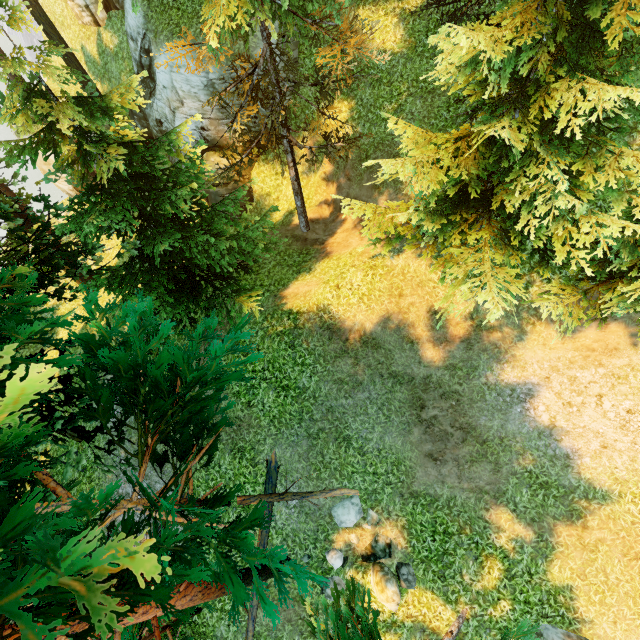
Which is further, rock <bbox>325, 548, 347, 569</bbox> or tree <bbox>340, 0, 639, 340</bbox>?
rock <bbox>325, 548, 347, 569</bbox>

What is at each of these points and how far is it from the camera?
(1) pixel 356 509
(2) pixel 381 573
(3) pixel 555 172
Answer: (1) rock, 9.90m
(2) rock, 9.39m
(3) tree, 6.64m

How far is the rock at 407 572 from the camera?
9.2 meters

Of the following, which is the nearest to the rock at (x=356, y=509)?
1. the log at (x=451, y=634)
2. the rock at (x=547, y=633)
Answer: the log at (x=451, y=634)

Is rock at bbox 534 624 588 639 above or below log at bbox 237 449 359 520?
below

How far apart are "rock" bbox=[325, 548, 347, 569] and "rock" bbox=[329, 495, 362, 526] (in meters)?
0.76

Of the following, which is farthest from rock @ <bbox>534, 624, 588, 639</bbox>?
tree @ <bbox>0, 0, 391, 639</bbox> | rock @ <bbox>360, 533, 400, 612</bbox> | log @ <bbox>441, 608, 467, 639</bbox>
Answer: rock @ <bbox>360, 533, 400, 612</bbox>

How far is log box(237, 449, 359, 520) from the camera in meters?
10.1 m
